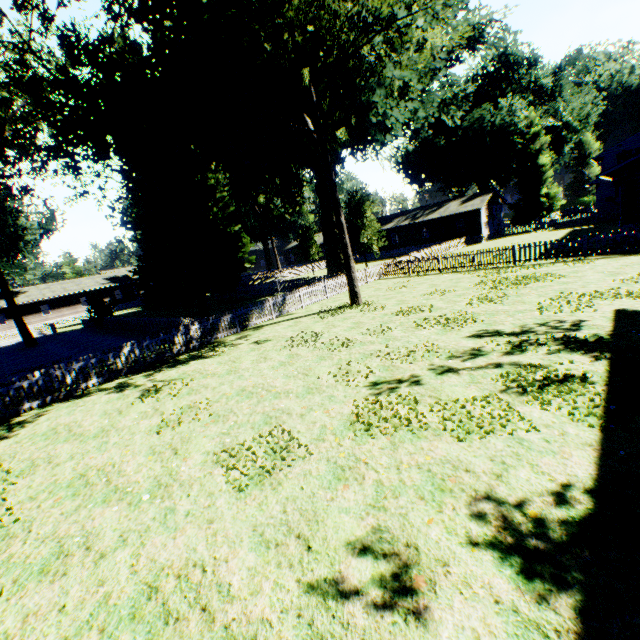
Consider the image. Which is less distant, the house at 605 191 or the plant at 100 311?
the plant at 100 311

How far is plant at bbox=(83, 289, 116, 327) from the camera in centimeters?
2988cm

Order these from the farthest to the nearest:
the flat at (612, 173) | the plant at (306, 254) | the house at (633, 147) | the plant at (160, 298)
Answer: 1. the plant at (306, 254)
2. the house at (633, 147)
3. the flat at (612, 173)
4. the plant at (160, 298)

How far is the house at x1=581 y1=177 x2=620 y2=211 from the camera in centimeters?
3712cm

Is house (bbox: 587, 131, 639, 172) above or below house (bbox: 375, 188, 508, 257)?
above

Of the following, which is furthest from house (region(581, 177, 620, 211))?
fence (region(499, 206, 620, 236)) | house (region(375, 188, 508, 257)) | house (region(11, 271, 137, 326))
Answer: house (region(11, 271, 137, 326))

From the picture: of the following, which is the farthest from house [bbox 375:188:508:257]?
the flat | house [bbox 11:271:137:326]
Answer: the flat

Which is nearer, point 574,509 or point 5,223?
point 574,509
